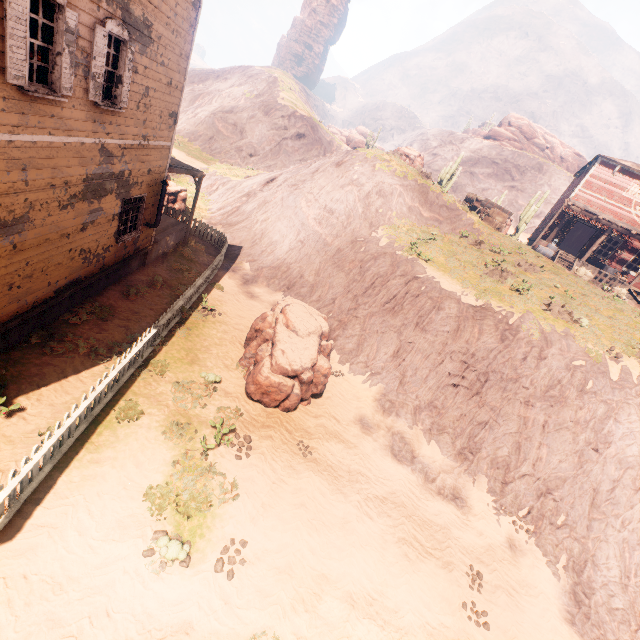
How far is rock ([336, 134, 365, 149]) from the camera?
57.4 meters

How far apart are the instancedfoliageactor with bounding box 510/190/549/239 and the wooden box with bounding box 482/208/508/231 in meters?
9.3 m

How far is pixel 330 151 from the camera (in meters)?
45.41

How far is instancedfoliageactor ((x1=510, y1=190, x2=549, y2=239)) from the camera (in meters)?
29.00

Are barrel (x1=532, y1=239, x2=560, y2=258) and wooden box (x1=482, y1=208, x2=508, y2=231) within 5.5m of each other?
yes

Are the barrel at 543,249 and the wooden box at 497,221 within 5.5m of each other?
yes

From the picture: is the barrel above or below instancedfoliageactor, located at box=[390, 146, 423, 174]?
below

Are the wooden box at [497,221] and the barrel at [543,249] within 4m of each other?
yes
